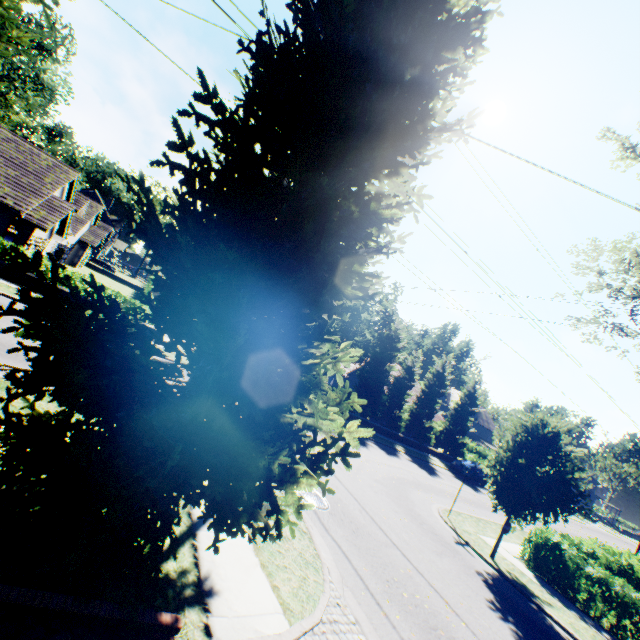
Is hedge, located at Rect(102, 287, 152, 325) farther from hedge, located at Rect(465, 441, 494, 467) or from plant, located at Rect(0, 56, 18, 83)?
plant, located at Rect(0, 56, 18, 83)

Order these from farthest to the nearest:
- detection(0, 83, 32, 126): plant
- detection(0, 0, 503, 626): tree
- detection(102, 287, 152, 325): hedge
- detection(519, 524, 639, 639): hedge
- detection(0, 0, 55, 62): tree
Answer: detection(0, 83, 32, 126): plant, detection(102, 287, 152, 325): hedge, detection(519, 524, 639, 639): hedge, detection(0, 0, 55, 62): tree, detection(0, 0, 503, 626): tree

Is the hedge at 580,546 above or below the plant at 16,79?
below

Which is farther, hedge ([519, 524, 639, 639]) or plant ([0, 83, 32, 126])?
plant ([0, 83, 32, 126])

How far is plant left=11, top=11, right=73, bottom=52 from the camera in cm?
5253

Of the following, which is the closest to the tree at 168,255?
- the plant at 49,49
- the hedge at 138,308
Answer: the plant at 49,49

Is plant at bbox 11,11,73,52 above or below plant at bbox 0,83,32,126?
above

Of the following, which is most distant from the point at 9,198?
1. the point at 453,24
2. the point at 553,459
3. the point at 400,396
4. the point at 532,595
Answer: the point at 400,396
